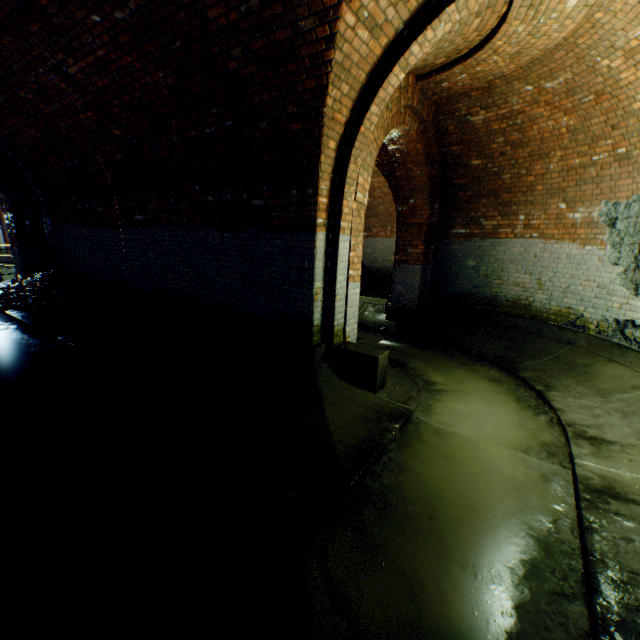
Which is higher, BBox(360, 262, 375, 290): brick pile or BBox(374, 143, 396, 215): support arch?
BBox(374, 143, 396, 215): support arch

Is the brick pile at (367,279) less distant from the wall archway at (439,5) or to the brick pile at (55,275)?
the brick pile at (55,275)

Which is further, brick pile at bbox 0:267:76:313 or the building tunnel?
brick pile at bbox 0:267:76:313

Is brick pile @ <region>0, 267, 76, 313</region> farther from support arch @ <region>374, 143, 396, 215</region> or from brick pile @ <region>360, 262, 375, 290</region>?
support arch @ <region>374, 143, 396, 215</region>

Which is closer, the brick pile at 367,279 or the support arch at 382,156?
the support arch at 382,156

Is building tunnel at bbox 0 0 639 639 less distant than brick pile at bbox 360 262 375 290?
Yes

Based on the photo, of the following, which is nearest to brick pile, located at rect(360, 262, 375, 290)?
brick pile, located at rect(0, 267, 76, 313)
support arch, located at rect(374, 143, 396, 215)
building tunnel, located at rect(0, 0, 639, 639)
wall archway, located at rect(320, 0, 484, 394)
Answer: building tunnel, located at rect(0, 0, 639, 639)

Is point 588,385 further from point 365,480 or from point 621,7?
point 621,7
